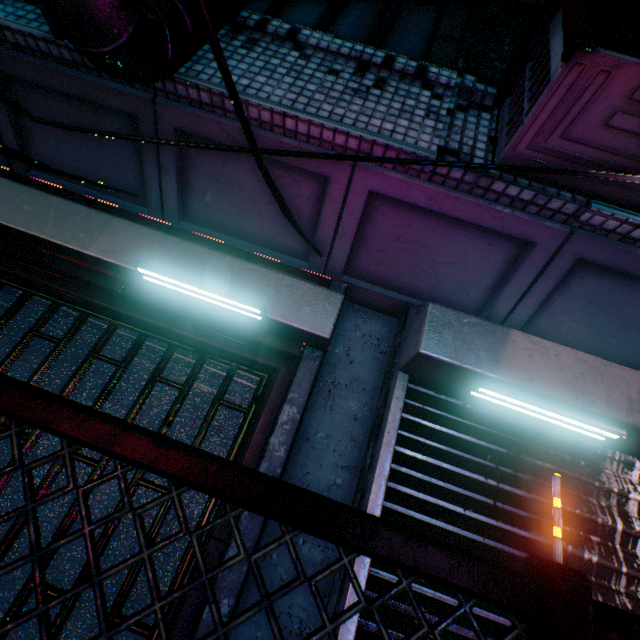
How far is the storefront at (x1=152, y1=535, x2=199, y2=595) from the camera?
1.4m

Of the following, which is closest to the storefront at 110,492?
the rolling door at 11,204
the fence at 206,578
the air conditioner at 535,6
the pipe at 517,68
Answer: the rolling door at 11,204

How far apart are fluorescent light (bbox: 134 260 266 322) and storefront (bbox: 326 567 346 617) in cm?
83

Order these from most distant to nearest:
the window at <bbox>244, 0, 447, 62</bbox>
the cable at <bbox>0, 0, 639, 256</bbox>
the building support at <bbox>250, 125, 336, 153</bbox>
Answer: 1. the window at <bbox>244, 0, 447, 62</bbox>
2. the building support at <bbox>250, 125, 336, 153</bbox>
3. the cable at <bbox>0, 0, 639, 256</bbox>

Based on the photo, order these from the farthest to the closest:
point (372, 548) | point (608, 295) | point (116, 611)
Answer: point (608, 295) < point (116, 611) < point (372, 548)

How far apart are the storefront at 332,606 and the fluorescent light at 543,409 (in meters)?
0.38

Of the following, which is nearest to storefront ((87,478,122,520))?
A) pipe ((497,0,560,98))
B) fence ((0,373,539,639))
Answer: fence ((0,373,539,639))

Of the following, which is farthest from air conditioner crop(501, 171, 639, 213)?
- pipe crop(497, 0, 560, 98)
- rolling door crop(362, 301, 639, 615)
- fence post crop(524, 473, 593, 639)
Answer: fence post crop(524, 473, 593, 639)
